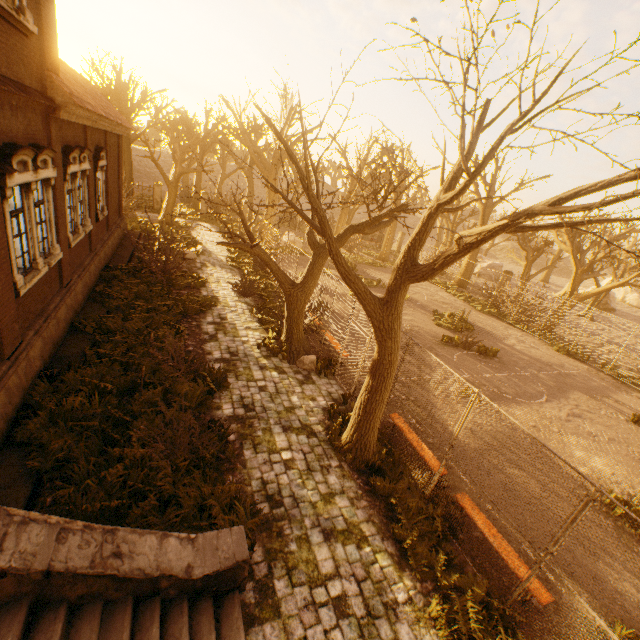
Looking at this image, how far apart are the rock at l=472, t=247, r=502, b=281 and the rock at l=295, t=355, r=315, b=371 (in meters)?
33.82

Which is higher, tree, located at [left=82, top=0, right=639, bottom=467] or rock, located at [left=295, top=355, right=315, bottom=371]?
tree, located at [left=82, top=0, right=639, bottom=467]

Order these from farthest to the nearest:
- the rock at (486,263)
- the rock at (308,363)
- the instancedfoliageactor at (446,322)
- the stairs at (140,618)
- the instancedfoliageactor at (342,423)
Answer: the rock at (486,263) < the instancedfoliageactor at (446,322) < the rock at (308,363) < the instancedfoliageactor at (342,423) < the stairs at (140,618)

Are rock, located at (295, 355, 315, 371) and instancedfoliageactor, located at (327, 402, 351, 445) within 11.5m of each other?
yes

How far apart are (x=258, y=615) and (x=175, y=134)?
42.2 meters

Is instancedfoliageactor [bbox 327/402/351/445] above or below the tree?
below

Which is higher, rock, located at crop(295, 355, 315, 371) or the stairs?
the stairs

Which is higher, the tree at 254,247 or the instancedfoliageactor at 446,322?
the tree at 254,247
